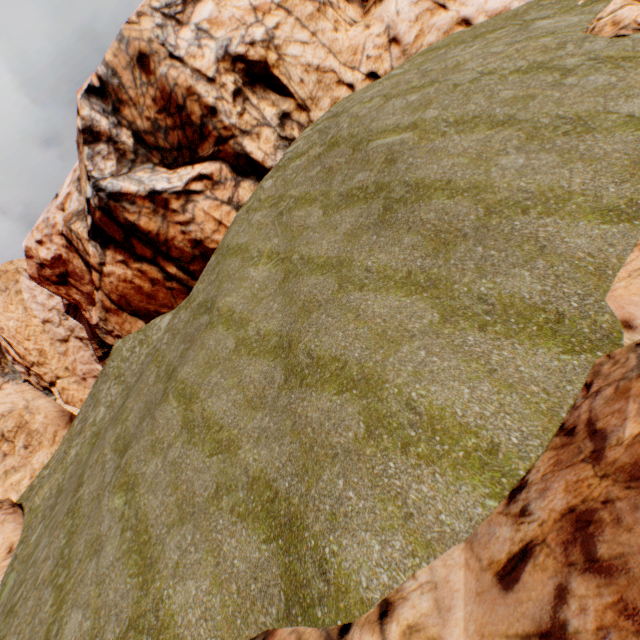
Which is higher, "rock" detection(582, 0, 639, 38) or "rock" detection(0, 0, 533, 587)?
"rock" detection(0, 0, 533, 587)

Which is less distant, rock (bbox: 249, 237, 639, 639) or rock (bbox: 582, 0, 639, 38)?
rock (bbox: 249, 237, 639, 639)

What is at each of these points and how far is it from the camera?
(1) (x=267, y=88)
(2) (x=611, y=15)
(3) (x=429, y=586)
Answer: (1) rock, 18.8 meters
(2) rock, 10.4 meters
(3) rock, 4.3 meters

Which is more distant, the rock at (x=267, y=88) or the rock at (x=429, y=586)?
the rock at (x=267, y=88)

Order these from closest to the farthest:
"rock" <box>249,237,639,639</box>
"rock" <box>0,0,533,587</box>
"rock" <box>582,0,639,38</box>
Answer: "rock" <box>249,237,639,639</box> < "rock" <box>582,0,639,38</box> < "rock" <box>0,0,533,587</box>

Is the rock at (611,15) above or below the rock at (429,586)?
above
